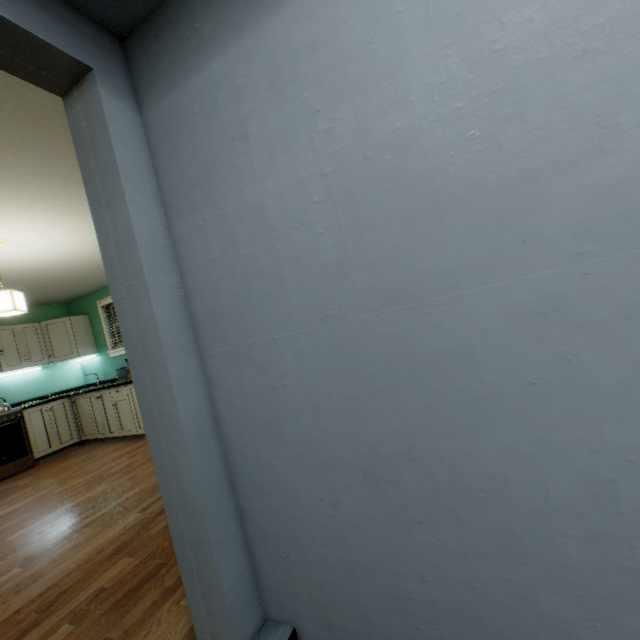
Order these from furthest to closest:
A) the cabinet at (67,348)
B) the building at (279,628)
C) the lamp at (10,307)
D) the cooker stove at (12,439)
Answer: the cabinet at (67,348)
the cooker stove at (12,439)
the lamp at (10,307)
the building at (279,628)

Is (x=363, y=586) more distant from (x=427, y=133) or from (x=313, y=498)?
(x=427, y=133)

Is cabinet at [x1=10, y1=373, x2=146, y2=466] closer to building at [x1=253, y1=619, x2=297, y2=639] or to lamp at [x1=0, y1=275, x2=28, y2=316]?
lamp at [x1=0, y1=275, x2=28, y2=316]

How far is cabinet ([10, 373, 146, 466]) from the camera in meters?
4.7 m

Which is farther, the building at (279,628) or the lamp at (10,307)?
the lamp at (10,307)

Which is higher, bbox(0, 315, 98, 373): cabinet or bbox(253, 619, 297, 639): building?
bbox(0, 315, 98, 373): cabinet

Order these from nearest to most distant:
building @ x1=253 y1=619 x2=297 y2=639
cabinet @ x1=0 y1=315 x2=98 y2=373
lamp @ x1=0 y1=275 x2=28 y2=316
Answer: building @ x1=253 y1=619 x2=297 y2=639 → lamp @ x1=0 y1=275 x2=28 y2=316 → cabinet @ x1=0 y1=315 x2=98 y2=373

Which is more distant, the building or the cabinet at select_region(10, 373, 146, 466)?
the cabinet at select_region(10, 373, 146, 466)
